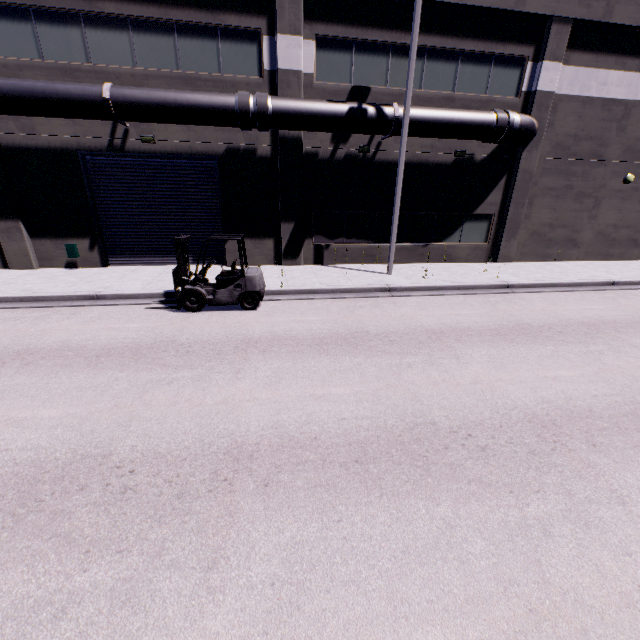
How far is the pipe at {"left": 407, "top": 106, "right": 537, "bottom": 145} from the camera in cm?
1234

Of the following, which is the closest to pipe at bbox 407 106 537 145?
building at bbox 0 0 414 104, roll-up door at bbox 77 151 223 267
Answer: building at bbox 0 0 414 104

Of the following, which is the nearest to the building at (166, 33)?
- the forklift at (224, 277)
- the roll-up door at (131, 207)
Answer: the roll-up door at (131, 207)

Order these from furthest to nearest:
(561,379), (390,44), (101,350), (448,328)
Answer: (390,44)
(448,328)
(101,350)
(561,379)

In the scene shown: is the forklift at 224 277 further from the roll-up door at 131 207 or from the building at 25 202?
the building at 25 202

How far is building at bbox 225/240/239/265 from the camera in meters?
14.2

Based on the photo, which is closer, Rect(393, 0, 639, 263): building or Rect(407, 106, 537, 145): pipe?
A: Rect(407, 106, 537, 145): pipe

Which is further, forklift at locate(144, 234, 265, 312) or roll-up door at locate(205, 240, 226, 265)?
roll-up door at locate(205, 240, 226, 265)
